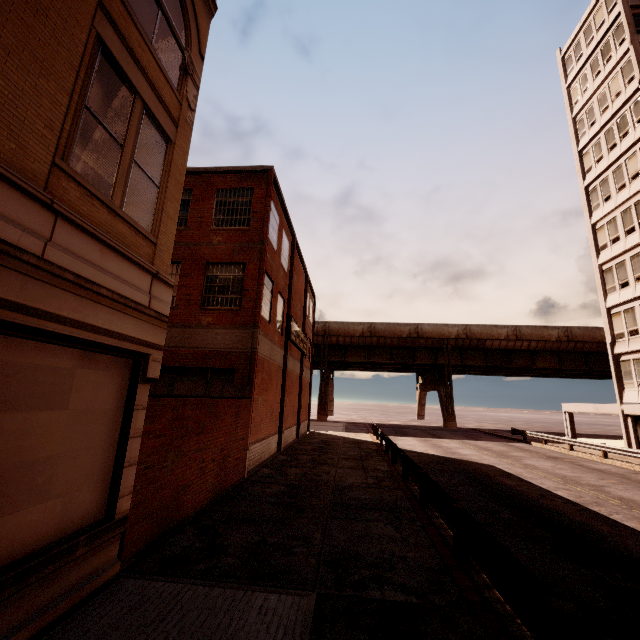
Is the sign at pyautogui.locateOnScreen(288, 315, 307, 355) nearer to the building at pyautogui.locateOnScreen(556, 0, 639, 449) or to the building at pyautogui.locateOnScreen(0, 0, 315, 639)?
the building at pyautogui.locateOnScreen(0, 0, 315, 639)

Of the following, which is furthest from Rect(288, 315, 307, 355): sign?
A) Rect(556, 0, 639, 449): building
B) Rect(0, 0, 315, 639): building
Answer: Rect(556, 0, 639, 449): building

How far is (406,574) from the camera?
6.0 meters

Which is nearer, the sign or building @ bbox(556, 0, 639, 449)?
the sign

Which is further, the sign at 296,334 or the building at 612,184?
the building at 612,184

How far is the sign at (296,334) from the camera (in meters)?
20.48

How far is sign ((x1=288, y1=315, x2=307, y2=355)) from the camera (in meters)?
20.48
